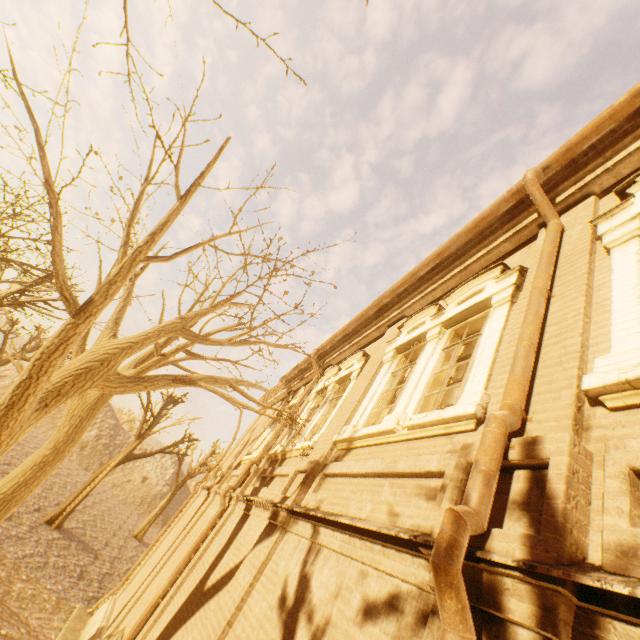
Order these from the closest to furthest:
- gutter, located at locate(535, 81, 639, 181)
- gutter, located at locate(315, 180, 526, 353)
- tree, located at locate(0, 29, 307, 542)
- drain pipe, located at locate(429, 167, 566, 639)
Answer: drain pipe, located at locate(429, 167, 566, 639)
gutter, located at locate(535, 81, 639, 181)
tree, located at locate(0, 29, 307, 542)
gutter, located at locate(315, 180, 526, 353)

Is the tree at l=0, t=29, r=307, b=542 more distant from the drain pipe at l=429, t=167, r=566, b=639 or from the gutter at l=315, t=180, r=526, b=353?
the drain pipe at l=429, t=167, r=566, b=639

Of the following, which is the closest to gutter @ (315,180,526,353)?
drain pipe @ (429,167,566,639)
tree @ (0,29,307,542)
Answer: drain pipe @ (429,167,566,639)

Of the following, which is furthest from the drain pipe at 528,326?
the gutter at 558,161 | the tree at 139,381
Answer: the tree at 139,381

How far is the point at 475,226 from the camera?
5.59m

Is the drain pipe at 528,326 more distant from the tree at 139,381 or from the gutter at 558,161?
the tree at 139,381
